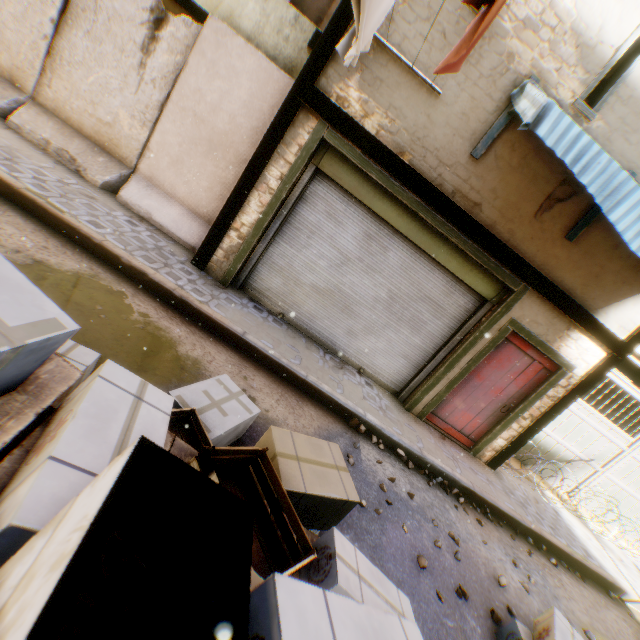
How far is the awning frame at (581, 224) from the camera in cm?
493

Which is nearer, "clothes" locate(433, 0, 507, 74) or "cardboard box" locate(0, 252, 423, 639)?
"cardboard box" locate(0, 252, 423, 639)

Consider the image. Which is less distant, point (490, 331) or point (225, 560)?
point (225, 560)

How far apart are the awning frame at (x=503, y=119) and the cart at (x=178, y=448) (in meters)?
4.28

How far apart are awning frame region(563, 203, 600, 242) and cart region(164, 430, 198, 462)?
4.3 meters

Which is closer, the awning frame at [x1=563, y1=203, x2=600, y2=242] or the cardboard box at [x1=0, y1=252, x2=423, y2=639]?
the cardboard box at [x1=0, y1=252, x2=423, y2=639]

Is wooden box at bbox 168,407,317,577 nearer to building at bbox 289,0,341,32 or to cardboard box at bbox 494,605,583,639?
cardboard box at bbox 494,605,583,639
